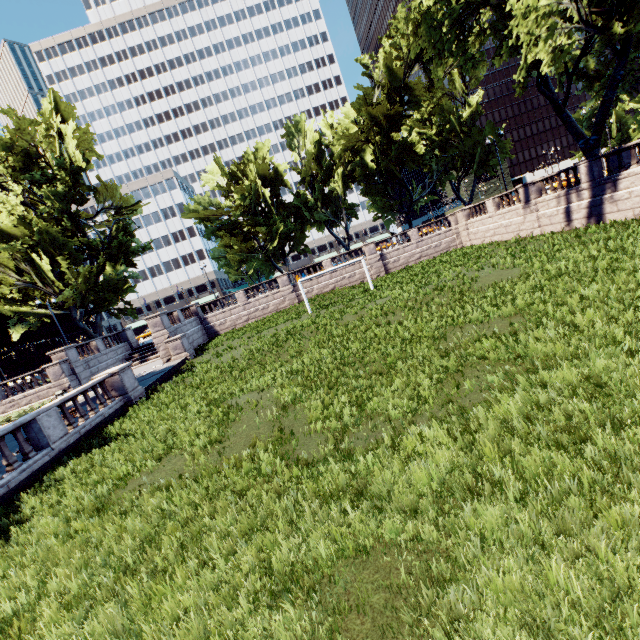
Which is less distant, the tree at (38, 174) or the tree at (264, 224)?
the tree at (264, 224)

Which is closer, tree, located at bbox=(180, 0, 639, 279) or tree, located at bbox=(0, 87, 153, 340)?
tree, located at bbox=(180, 0, 639, 279)

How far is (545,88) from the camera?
21.9 meters
